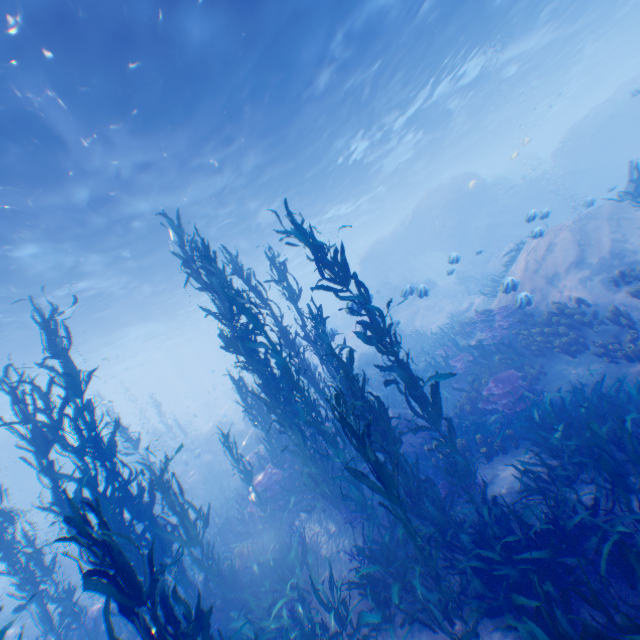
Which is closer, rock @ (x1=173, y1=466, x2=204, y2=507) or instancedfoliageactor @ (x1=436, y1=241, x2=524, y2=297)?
instancedfoliageactor @ (x1=436, y1=241, x2=524, y2=297)

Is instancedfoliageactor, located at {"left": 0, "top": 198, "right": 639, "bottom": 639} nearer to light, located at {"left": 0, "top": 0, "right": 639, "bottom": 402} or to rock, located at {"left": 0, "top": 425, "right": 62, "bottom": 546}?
rock, located at {"left": 0, "top": 425, "right": 62, "bottom": 546}

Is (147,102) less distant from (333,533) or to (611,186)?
(333,533)

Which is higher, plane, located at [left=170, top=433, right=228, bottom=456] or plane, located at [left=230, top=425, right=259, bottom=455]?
plane, located at [left=170, top=433, right=228, bottom=456]

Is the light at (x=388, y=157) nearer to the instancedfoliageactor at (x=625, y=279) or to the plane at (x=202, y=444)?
the plane at (x=202, y=444)

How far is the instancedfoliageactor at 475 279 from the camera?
14.9 meters

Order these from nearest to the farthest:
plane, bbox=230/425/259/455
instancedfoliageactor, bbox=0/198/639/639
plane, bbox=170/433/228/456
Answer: instancedfoliageactor, bbox=0/198/639/639, plane, bbox=230/425/259/455, plane, bbox=170/433/228/456
